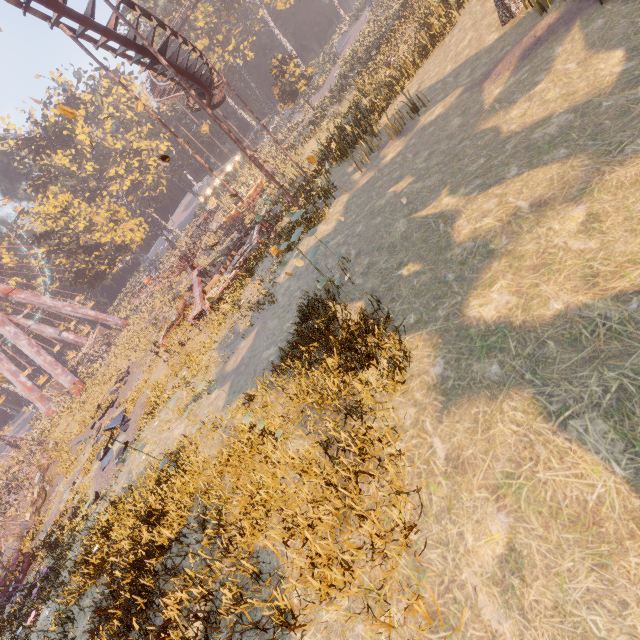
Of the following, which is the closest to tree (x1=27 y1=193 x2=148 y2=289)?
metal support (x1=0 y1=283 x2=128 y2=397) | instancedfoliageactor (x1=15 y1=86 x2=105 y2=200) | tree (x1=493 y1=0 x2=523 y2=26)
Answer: metal support (x1=0 y1=283 x2=128 y2=397)

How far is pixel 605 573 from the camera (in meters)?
2.85

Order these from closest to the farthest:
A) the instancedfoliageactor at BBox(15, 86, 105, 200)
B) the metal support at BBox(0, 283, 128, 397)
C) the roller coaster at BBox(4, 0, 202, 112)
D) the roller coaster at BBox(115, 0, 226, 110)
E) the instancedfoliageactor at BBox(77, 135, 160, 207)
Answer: the roller coaster at BBox(4, 0, 202, 112), the roller coaster at BBox(115, 0, 226, 110), the metal support at BBox(0, 283, 128, 397), the instancedfoliageactor at BBox(15, 86, 105, 200), the instancedfoliageactor at BBox(77, 135, 160, 207)

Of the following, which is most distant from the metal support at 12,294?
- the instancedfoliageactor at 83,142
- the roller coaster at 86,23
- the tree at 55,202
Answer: the roller coaster at 86,23

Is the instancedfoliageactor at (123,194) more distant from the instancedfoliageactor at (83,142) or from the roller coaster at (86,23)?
the instancedfoliageactor at (83,142)

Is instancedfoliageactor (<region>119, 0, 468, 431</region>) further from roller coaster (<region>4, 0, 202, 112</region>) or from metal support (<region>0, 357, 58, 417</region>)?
metal support (<region>0, 357, 58, 417</region>)

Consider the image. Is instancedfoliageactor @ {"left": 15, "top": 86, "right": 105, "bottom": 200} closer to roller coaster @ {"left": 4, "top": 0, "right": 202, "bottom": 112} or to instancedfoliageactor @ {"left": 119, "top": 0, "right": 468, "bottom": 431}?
instancedfoliageactor @ {"left": 119, "top": 0, "right": 468, "bottom": 431}

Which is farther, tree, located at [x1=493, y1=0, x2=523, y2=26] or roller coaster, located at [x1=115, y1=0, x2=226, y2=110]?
roller coaster, located at [x1=115, y1=0, x2=226, y2=110]
